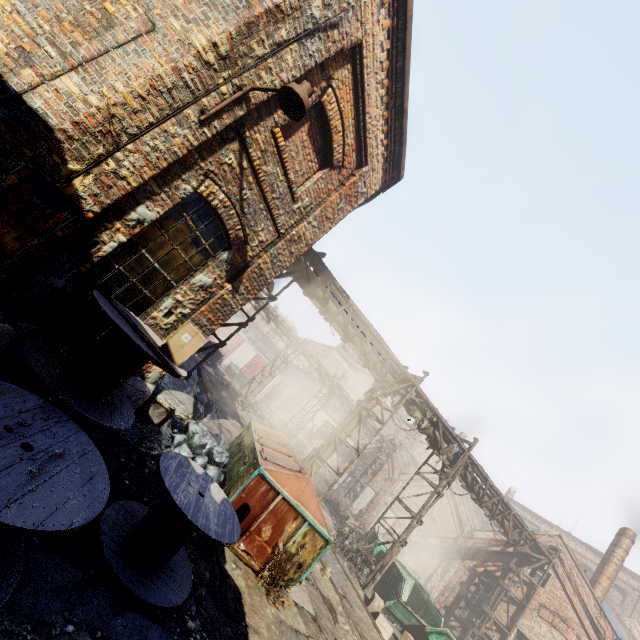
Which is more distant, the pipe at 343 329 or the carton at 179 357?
the pipe at 343 329

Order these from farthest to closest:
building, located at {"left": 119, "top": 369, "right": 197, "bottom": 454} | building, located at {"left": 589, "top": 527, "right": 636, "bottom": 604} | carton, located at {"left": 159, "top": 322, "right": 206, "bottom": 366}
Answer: building, located at {"left": 589, "top": 527, "right": 636, "bottom": 604}, building, located at {"left": 119, "top": 369, "right": 197, "bottom": 454}, carton, located at {"left": 159, "top": 322, "right": 206, "bottom": 366}

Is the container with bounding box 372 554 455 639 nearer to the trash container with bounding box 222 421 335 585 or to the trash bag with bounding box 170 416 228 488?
the trash container with bounding box 222 421 335 585

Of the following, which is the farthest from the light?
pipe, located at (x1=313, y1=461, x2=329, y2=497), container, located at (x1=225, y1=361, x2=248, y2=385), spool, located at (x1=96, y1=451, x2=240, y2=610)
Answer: container, located at (x1=225, y1=361, x2=248, y2=385)

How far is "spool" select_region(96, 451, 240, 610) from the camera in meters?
3.7

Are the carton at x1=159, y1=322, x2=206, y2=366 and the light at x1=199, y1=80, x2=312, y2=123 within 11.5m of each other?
yes

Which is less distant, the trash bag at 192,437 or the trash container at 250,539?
the trash container at 250,539

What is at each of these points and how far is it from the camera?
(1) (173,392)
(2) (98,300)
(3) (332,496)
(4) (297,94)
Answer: (1) building, 7.3m
(2) spool, 3.6m
(3) pipe, 22.0m
(4) light, 4.1m
